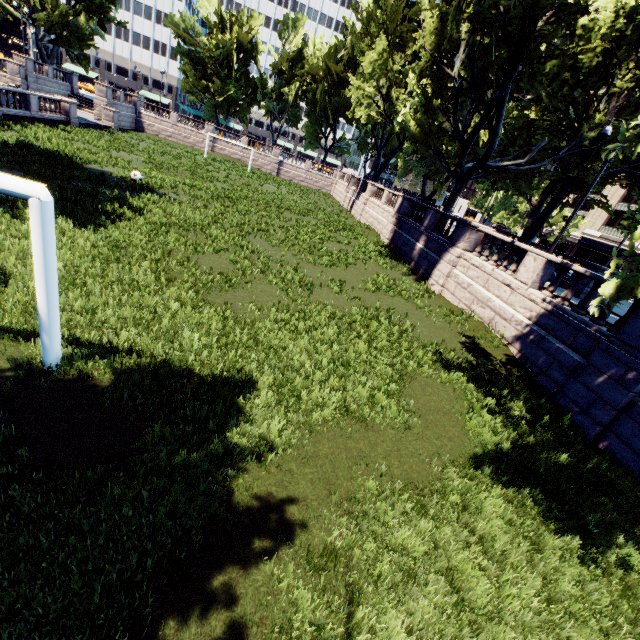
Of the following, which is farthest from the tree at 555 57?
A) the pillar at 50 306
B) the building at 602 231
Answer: the building at 602 231

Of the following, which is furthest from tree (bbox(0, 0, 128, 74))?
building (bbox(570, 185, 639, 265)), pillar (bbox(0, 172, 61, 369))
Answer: building (bbox(570, 185, 639, 265))

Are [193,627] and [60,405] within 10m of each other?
yes

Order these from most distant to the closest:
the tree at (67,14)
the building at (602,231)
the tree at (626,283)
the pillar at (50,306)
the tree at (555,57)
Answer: the building at (602,231), the tree at (67,14), the tree at (555,57), the tree at (626,283), the pillar at (50,306)

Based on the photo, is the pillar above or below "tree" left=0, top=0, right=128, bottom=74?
below

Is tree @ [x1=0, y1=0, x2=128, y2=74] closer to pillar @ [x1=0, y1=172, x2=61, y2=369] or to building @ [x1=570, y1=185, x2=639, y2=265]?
pillar @ [x1=0, y1=172, x2=61, y2=369]

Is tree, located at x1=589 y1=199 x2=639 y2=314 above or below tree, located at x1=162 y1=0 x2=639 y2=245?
below

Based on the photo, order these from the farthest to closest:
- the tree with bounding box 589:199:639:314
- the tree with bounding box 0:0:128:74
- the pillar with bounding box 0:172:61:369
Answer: the tree with bounding box 0:0:128:74 → the tree with bounding box 589:199:639:314 → the pillar with bounding box 0:172:61:369
